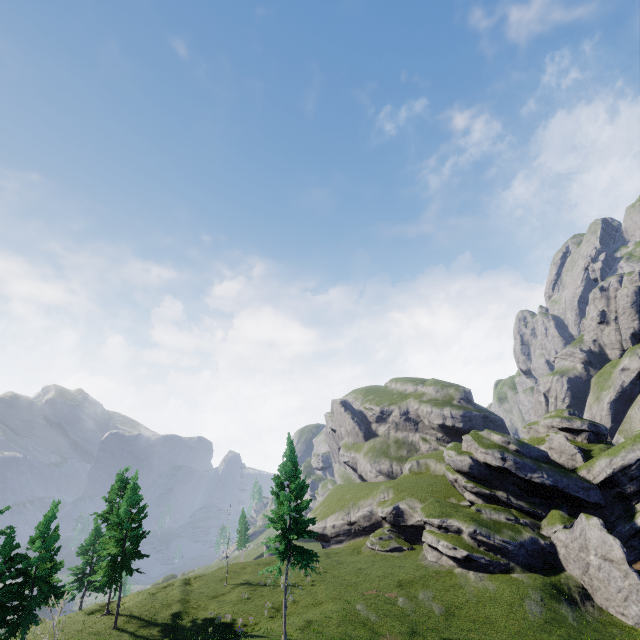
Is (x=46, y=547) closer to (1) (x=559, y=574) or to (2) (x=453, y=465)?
(2) (x=453, y=465)
